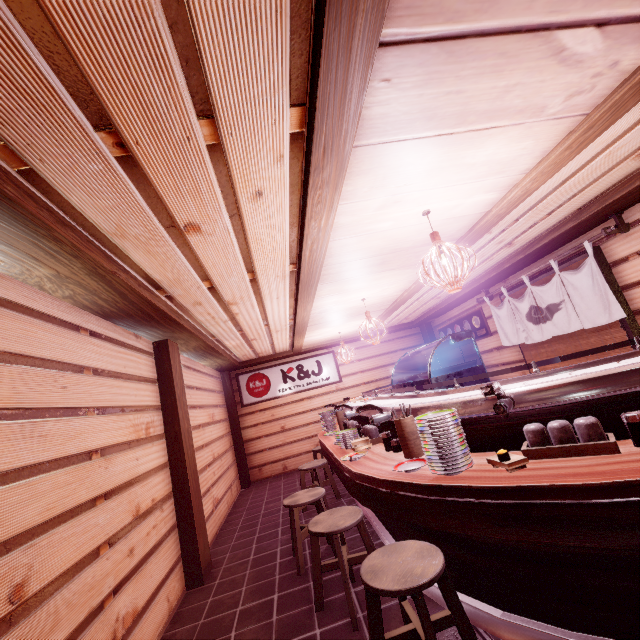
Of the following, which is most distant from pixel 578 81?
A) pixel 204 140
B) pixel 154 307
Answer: pixel 154 307

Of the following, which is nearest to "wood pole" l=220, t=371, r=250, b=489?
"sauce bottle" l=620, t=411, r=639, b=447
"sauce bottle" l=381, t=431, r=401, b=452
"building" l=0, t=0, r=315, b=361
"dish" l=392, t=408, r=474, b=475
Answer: "building" l=0, t=0, r=315, b=361

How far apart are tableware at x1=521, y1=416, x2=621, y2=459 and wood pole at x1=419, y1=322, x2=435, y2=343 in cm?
1289

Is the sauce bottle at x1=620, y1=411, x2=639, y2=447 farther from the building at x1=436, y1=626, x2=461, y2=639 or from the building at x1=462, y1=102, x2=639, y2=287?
the building at x1=462, y1=102, x2=639, y2=287

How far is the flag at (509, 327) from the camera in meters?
7.4 m

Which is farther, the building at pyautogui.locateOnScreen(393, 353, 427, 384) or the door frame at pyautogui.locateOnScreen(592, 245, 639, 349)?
the building at pyautogui.locateOnScreen(393, 353, 427, 384)

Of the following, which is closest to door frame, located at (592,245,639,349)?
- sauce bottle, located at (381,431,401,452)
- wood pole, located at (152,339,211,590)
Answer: sauce bottle, located at (381,431,401,452)

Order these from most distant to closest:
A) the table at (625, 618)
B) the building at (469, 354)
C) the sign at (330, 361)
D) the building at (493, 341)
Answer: the sign at (330, 361) < the building at (469, 354) < the building at (493, 341) < the table at (625, 618)
